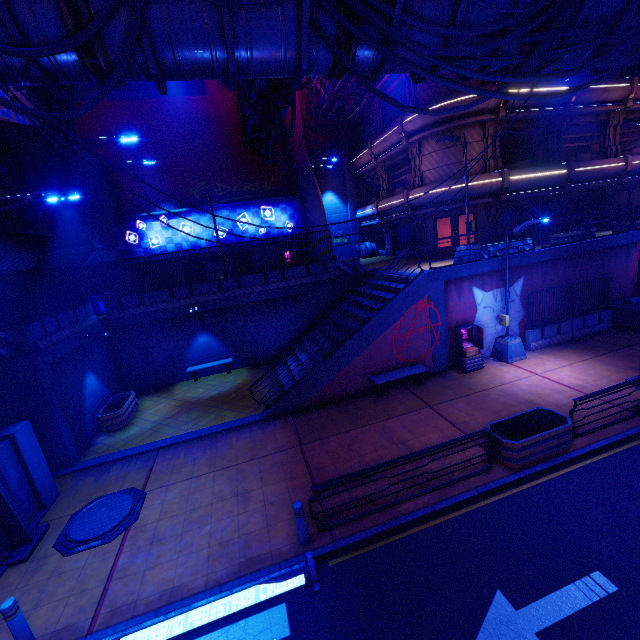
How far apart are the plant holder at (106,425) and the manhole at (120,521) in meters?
4.0

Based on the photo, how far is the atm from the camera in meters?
14.0 m

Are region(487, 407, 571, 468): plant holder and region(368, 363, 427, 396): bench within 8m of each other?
yes

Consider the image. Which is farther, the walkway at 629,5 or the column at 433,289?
the column at 433,289

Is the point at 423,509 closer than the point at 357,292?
Yes

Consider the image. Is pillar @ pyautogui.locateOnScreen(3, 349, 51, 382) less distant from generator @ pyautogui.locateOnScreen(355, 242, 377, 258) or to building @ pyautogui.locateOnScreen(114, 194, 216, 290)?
building @ pyautogui.locateOnScreen(114, 194, 216, 290)

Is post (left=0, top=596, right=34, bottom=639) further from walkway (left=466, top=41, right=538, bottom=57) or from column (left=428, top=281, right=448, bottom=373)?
column (left=428, top=281, right=448, bottom=373)

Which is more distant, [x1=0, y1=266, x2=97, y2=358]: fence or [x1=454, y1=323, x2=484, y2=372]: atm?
[x1=454, y1=323, x2=484, y2=372]: atm
